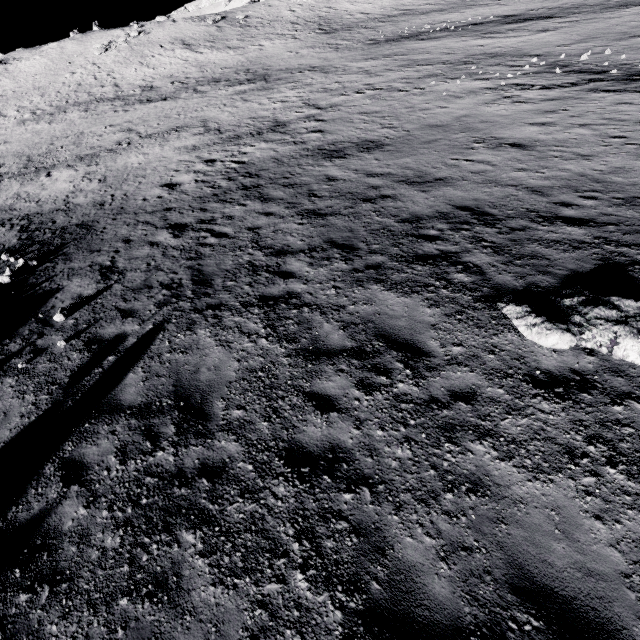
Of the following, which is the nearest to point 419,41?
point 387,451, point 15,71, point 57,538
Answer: point 387,451
